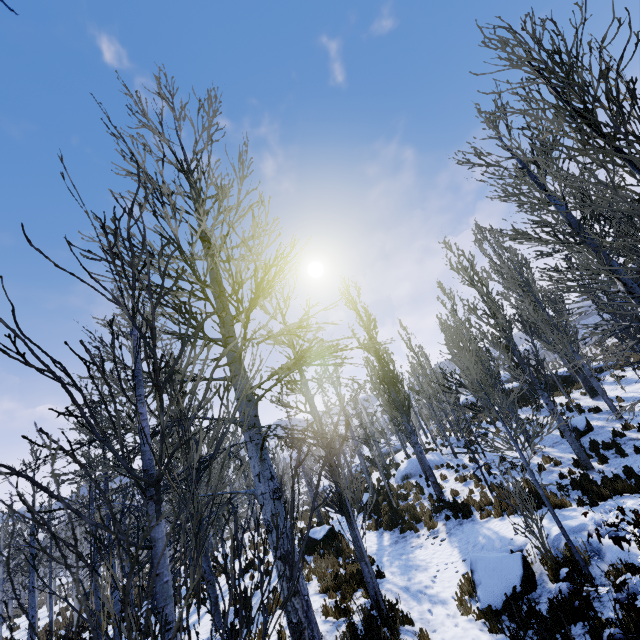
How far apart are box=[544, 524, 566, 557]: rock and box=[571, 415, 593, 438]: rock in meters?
8.3

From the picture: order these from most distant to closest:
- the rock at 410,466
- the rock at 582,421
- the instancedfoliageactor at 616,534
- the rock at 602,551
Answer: the rock at 410,466
the rock at 582,421
the rock at 602,551
the instancedfoliageactor at 616,534

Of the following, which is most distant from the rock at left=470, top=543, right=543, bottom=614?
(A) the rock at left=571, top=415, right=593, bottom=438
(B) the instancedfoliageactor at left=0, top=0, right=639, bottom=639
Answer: (A) the rock at left=571, top=415, right=593, bottom=438

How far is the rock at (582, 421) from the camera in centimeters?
1445cm

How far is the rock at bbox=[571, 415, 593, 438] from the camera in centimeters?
1445cm

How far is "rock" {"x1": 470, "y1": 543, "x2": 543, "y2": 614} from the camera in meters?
6.8 m

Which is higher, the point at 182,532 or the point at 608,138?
the point at 608,138

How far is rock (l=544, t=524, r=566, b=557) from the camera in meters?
7.2 m
